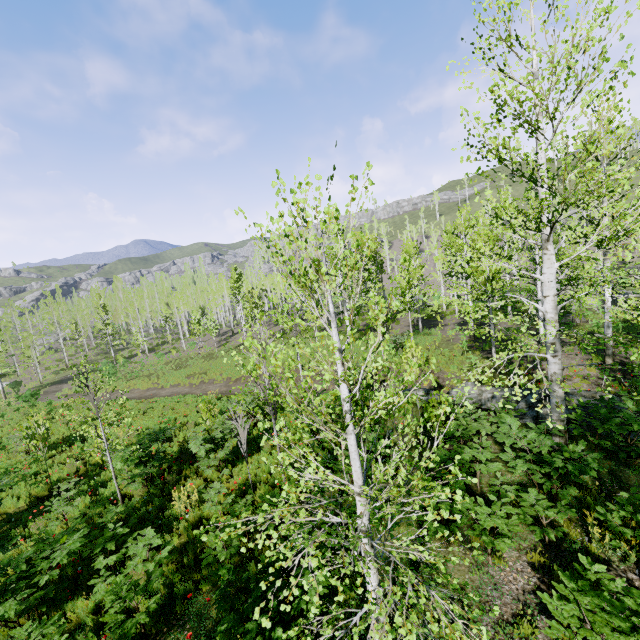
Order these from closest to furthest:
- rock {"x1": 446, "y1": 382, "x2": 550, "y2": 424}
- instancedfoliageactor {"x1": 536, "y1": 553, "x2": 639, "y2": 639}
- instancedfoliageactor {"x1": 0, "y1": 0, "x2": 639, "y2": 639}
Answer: instancedfoliageactor {"x1": 0, "y1": 0, "x2": 639, "y2": 639} → instancedfoliageactor {"x1": 536, "y1": 553, "x2": 639, "y2": 639} → rock {"x1": 446, "y1": 382, "x2": 550, "y2": 424}

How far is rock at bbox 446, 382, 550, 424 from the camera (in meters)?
10.02

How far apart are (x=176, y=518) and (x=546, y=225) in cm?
1124

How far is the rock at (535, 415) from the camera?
10.0m

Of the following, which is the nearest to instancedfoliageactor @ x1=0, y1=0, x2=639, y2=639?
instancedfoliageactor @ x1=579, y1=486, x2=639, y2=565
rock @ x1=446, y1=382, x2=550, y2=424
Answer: rock @ x1=446, y1=382, x2=550, y2=424

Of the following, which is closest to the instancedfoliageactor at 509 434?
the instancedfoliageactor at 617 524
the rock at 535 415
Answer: the rock at 535 415
